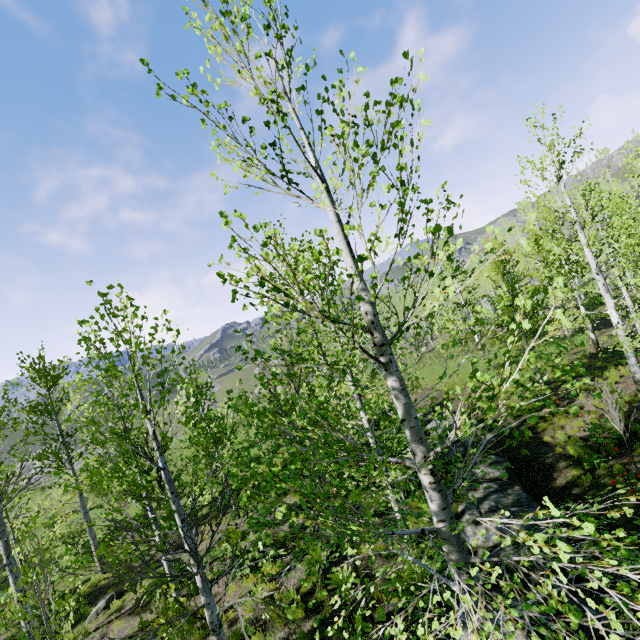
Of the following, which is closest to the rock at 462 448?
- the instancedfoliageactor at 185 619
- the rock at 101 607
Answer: the instancedfoliageactor at 185 619

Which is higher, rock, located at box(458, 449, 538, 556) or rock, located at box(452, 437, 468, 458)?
rock, located at box(452, 437, 468, 458)

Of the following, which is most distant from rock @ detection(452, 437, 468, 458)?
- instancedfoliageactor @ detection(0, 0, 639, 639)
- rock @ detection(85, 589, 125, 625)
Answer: rock @ detection(85, 589, 125, 625)

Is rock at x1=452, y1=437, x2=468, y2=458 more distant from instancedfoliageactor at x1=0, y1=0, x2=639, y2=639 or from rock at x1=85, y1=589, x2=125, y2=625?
rock at x1=85, y1=589, x2=125, y2=625

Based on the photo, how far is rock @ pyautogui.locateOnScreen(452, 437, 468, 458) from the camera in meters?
11.5 m

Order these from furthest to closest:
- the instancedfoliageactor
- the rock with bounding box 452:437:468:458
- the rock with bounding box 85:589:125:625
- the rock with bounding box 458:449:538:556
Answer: the rock with bounding box 452:437:468:458, the rock with bounding box 85:589:125:625, the rock with bounding box 458:449:538:556, the instancedfoliageactor

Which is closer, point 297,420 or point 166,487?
point 297,420

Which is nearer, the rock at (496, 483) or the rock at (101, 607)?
the rock at (496, 483)
